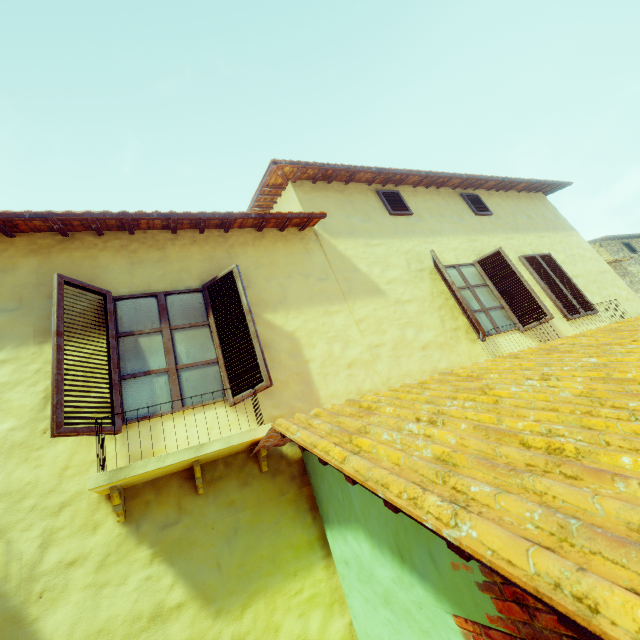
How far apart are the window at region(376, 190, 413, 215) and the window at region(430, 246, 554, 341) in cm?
131

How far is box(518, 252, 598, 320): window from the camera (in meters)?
6.55

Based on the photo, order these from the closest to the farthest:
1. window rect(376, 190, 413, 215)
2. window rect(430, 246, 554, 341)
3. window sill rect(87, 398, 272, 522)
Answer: window sill rect(87, 398, 272, 522) < window rect(430, 246, 554, 341) < window rect(376, 190, 413, 215)

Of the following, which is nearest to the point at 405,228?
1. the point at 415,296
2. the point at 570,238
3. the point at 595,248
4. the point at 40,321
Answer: the point at 415,296

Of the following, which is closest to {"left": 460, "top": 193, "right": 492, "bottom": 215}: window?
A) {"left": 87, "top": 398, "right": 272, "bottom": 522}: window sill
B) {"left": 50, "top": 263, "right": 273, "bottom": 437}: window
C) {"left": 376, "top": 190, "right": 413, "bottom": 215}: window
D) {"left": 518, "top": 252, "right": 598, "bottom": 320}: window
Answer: {"left": 518, "top": 252, "right": 598, "bottom": 320}: window

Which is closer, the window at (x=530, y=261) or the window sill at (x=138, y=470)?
the window sill at (x=138, y=470)

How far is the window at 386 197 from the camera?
6.5m

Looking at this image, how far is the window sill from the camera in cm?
256
